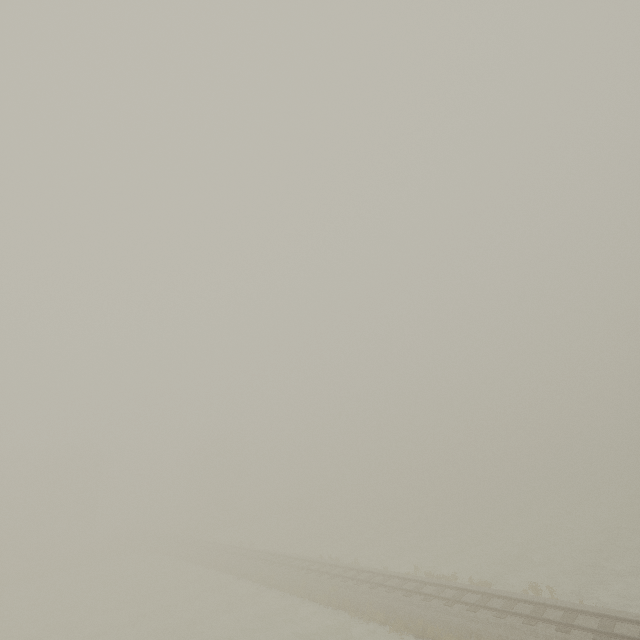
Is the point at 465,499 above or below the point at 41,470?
below
